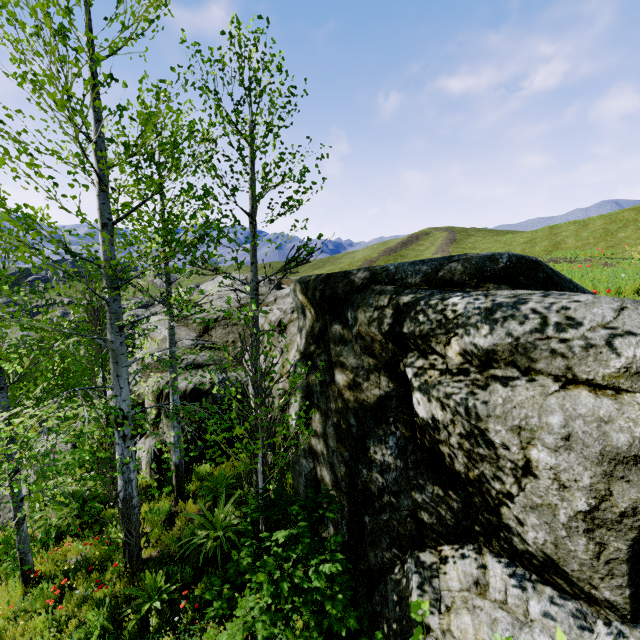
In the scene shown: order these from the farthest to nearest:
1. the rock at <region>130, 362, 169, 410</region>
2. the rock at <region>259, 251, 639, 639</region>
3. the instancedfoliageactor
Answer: the rock at <region>130, 362, 169, 410</region> → the instancedfoliageactor → the rock at <region>259, 251, 639, 639</region>

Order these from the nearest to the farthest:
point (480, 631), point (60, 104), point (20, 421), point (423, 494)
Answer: point (480, 631) < point (60, 104) < point (423, 494) < point (20, 421)

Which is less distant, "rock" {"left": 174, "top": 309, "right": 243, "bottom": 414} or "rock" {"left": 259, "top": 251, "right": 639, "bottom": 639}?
"rock" {"left": 259, "top": 251, "right": 639, "bottom": 639}

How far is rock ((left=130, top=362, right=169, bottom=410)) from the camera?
9.8m

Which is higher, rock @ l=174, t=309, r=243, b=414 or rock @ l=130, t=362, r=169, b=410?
rock @ l=174, t=309, r=243, b=414

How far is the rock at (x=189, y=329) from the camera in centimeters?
984cm
